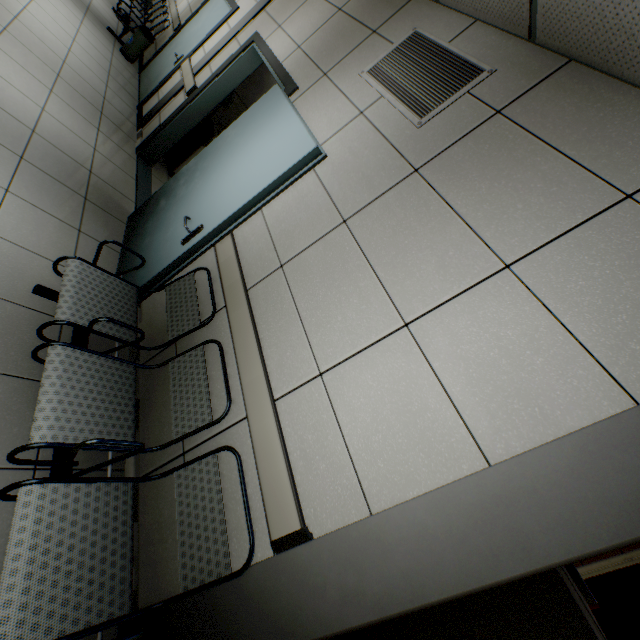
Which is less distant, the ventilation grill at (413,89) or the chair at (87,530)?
the chair at (87,530)

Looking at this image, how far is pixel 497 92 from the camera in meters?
1.8

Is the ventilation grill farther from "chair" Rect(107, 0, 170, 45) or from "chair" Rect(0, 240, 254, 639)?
"chair" Rect(107, 0, 170, 45)

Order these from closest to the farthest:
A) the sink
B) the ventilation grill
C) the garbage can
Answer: the ventilation grill
the sink
the garbage can

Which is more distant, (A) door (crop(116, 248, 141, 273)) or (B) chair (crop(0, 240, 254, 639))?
(A) door (crop(116, 248, 141, 273))

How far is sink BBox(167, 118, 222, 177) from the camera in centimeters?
467cm

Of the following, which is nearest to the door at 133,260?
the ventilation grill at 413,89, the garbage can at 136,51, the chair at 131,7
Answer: the ventilation grill at 413,89

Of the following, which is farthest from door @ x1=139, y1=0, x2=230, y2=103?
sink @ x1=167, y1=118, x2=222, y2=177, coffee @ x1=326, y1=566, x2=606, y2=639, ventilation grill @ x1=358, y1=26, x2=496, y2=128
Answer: coffee @ x1=326, y1=566, x2=606, y2=639
